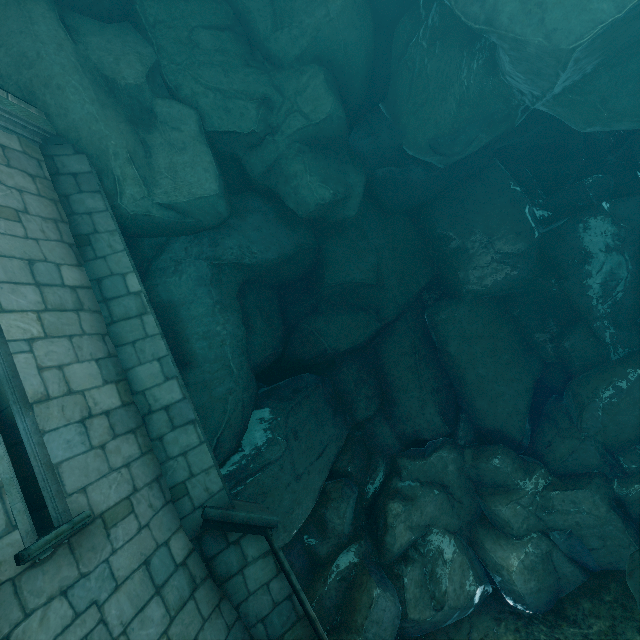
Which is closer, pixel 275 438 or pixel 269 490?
pixel 269 490

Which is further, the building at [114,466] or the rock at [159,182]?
the rock at [159,182]

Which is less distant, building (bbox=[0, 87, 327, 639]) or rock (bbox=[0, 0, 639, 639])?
building (bbox=[0, 87, 327, 639])
